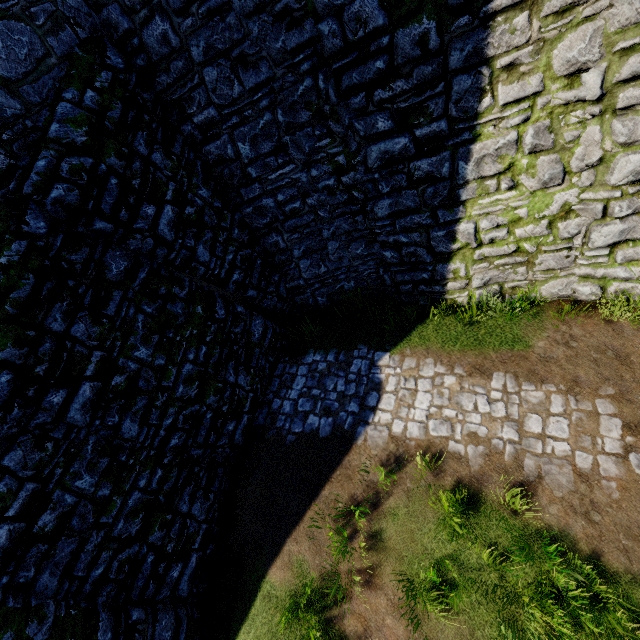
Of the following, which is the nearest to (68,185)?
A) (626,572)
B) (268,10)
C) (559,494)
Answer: (268,10)
